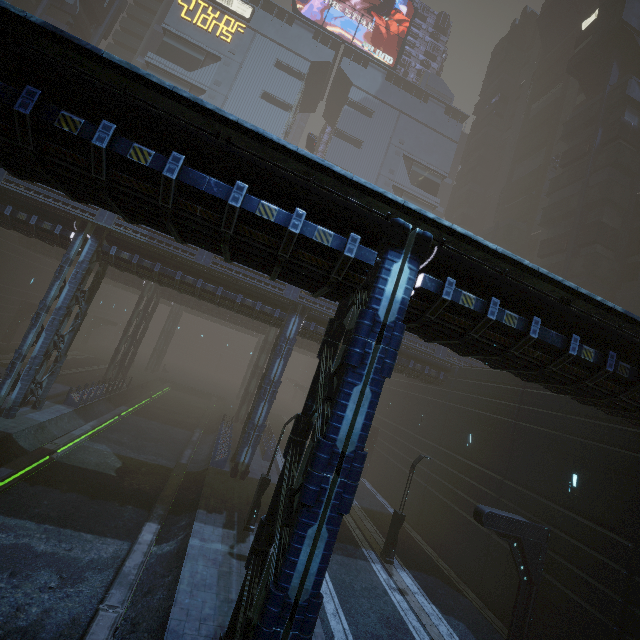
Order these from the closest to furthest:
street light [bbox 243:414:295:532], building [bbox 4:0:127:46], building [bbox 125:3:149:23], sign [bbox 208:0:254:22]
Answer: street light [bbox 243:414:295:532] < building [bbox 4:0:127:46] < sign [bbox 208:0:254:22] < building [bbox 125:3:149:23]

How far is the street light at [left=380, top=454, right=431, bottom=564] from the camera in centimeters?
1653cm

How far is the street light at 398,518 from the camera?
16.5m

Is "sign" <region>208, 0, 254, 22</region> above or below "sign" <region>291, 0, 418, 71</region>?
below

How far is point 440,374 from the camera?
24.3 meters

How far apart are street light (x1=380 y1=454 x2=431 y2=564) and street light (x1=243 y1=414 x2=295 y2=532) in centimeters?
698cm

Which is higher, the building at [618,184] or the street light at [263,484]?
the building at [618,184]

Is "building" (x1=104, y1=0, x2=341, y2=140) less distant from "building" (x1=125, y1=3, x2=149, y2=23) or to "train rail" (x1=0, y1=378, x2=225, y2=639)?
"train rail" (x1=0, y1=378, x2=225, y2=639)
